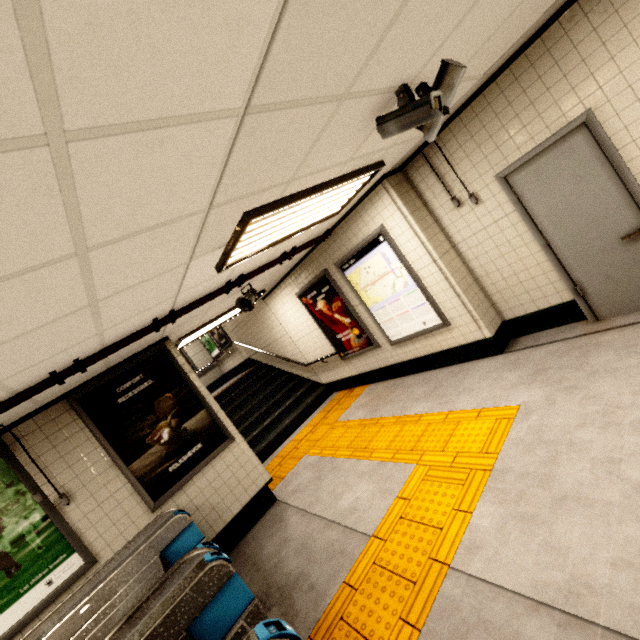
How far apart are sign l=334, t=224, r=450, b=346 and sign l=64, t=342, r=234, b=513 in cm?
296

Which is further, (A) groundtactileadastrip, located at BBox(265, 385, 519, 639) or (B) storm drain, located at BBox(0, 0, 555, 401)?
(A) groundtactileadastrip, located at BBox(265, 385, 519, 639)

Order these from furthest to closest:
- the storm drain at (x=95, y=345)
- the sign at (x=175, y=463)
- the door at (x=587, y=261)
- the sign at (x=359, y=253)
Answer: the sign at (x=359, y=253), the sign at (x=175, y=463), the door at (x=587, y=261), the storm drain at (x=95, y=345)

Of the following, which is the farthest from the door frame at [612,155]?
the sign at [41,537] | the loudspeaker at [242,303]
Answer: the sign at [41,537]

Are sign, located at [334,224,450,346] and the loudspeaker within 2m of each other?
yes

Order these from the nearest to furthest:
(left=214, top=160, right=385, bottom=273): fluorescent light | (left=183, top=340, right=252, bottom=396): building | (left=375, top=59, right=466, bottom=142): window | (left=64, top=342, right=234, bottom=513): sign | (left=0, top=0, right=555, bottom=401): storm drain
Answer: (left=0, top=0, right=555, bottom=401): storm drain
(left=375, top=59, right=466, bottom=142): window
(left=214, top=160, right=385, bottom=273): fluorescent light
(left=64, top=342, right=234, bottom=513): sign
(left=183, top=340, right=252, bottom=396): building

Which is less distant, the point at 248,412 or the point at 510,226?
the point at 510,226

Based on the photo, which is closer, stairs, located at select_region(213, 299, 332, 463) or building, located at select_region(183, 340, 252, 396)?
stairs, located at select_region(213, 299, 332, 463)
